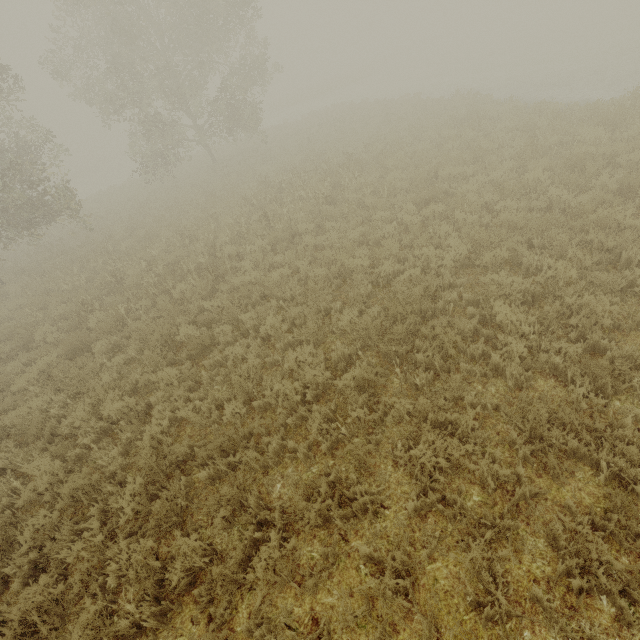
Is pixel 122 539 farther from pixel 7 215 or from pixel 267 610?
pixel 7 215

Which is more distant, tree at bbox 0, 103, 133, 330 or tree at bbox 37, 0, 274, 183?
tree at bbox 37, 0, 274, 183

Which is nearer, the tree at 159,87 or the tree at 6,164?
the tree at 6,164
